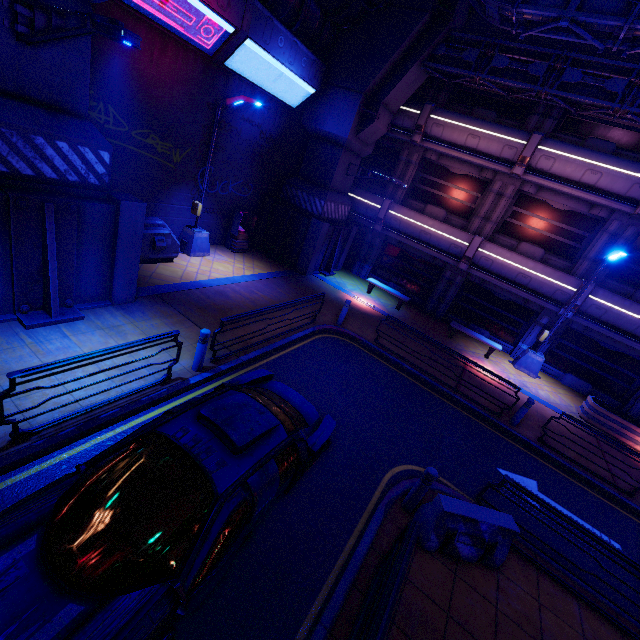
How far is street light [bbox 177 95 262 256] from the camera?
10.9m

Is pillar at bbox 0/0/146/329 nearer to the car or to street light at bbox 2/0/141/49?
street light at bbox 2/0/141/49

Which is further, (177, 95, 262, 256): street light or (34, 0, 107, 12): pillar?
(177, 95, 262, 256): street light

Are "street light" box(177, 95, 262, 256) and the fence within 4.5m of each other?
no

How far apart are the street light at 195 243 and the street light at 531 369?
15.0 meters

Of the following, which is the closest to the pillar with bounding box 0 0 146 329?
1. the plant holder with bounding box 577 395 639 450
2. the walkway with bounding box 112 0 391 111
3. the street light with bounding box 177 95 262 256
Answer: the walkway with bounding box 112 0 391 111

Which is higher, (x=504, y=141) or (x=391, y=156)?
(x=504, y=141)

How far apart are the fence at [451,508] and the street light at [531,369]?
11.1m
